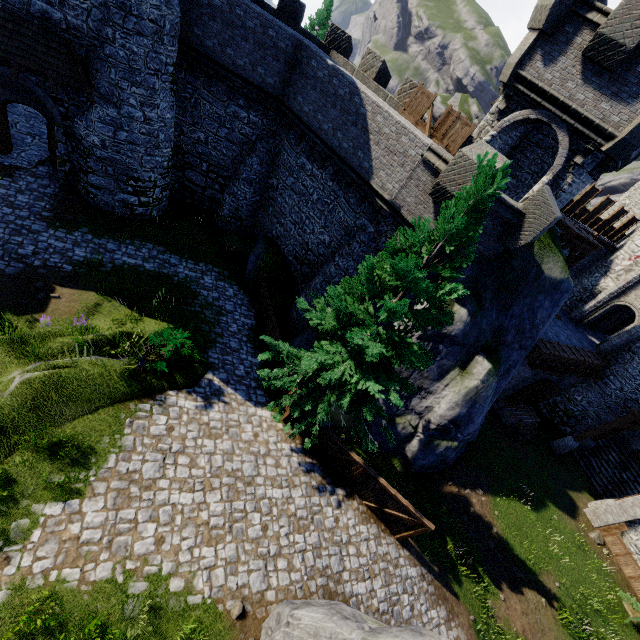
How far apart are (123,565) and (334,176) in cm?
1591

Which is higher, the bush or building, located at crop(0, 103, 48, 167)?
the bush

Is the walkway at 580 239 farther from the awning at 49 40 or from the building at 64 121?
the awning at 49 40

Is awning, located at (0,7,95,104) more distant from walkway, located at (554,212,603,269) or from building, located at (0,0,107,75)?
walkway, located at (554,212,603,269)

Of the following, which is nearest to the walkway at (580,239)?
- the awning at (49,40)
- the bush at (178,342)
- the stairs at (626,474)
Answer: the stairs at (626,474)

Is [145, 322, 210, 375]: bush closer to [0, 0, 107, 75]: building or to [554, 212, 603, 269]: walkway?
[0, 0, 107, 75]: building

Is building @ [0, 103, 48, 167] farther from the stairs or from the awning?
the stairs

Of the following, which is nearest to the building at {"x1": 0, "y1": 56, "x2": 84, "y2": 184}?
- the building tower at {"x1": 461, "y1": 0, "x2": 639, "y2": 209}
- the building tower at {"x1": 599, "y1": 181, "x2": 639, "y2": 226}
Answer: the building tower at {"x1": 461, "y1": 0, "x2": 639, "y2": 209}
